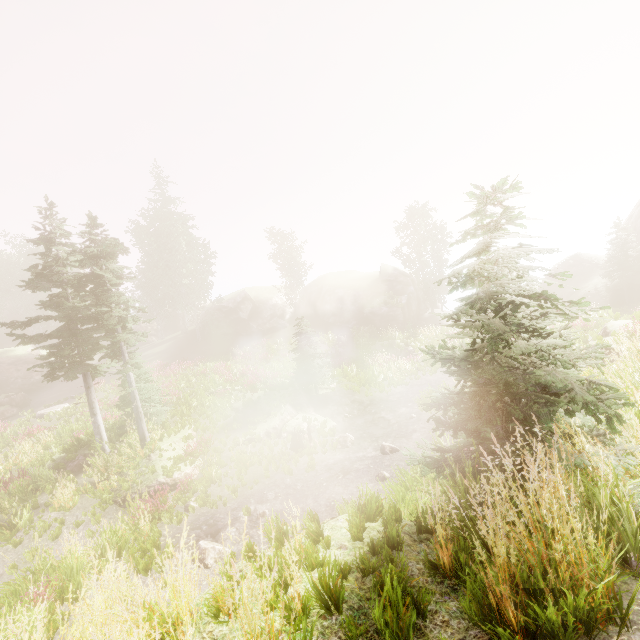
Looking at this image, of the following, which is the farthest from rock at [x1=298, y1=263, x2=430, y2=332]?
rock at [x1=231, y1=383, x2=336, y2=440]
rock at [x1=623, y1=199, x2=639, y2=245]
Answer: rock at [x1=231, y1=383, x2=336, y2=440]

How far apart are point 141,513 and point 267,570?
9.84m

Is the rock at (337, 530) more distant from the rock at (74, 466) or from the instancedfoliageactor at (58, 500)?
the rock at (74, 466)

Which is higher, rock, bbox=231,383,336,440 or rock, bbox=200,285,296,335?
rock, bbox=200,285,296,335

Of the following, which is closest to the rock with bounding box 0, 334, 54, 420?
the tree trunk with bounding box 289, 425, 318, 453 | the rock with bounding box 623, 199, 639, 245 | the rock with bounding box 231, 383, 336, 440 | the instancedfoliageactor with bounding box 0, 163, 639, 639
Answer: the instancedfoliageactor with bounding box 0, 163, 639, 639

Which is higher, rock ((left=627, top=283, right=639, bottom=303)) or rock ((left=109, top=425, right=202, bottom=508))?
rock ((left=627, top=283, right=639, bottom=303))

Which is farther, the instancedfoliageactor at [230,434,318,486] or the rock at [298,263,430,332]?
the rock at [298,263,430,332]

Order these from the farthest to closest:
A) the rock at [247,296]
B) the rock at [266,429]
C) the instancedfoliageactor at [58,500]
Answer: the rock at [247,296]
the rock at [266,429]
the instancedfoliageactor at [58,500]
